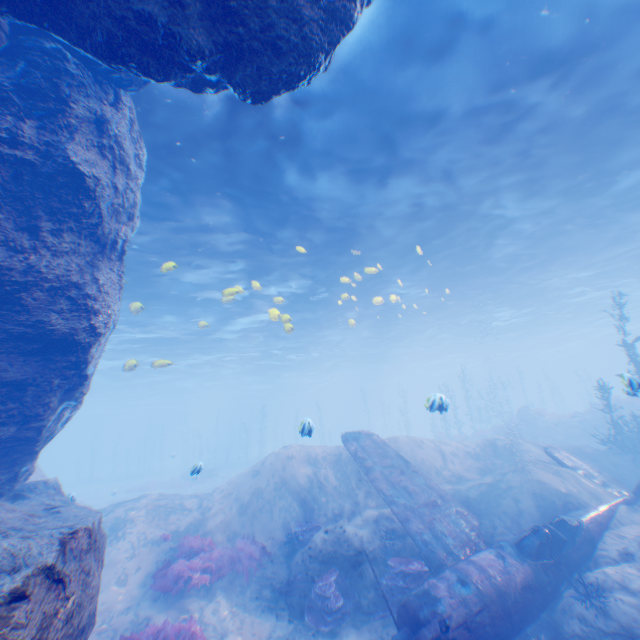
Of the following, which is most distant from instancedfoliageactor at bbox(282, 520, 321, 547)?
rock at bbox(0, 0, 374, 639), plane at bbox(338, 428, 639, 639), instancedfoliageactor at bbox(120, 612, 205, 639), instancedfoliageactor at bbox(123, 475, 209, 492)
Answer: instancedfoliageactor at bbox(123, 475, 209, 492)

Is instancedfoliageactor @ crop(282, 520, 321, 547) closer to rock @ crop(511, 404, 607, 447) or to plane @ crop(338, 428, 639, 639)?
plane @ crop(338, 428, 639, 639)

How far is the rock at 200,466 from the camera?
8.9 meters

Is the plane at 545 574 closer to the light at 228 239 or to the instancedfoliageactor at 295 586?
the light at 228 239

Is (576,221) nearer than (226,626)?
No

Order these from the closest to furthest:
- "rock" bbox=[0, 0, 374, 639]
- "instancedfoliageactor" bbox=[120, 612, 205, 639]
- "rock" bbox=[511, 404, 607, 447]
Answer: "rock" bbox=[0, 0, 374, 639], "instancedfoliageactor" bbox=[120, 612, 205, 639], "rock" bbox=[511, 404, 607, 447]

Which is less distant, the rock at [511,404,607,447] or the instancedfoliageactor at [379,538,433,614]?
the instancedfoliageactor at [379,538,433,614]

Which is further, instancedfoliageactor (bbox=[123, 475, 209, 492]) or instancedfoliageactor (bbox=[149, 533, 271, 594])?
instancedfoliageactor (bbox=[123, 475, 209, 492])
